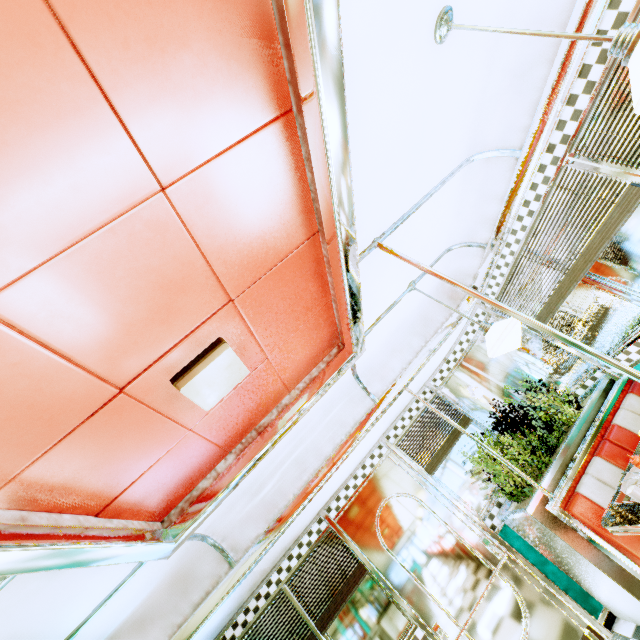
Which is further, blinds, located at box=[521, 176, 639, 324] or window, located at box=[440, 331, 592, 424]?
window, located at box=[440, 331, 592, 424]

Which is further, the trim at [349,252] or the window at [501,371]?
the window at [501,371]

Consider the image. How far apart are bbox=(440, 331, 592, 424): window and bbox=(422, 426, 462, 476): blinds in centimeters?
12cm

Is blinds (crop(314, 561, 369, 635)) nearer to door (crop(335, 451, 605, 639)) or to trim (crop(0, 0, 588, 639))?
door (crop(335, 451, 605, 639))

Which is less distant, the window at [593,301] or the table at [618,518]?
the table at [618,518]

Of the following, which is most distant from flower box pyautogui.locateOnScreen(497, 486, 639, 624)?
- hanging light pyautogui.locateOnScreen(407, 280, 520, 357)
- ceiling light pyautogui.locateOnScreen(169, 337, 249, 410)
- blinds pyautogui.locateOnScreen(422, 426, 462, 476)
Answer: ceiling light pyautogui.locateOnScreen(169, 337, 249, 410)

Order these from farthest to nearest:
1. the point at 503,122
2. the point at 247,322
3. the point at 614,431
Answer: the point at 614,431, the point at 503,122, the point at 247,322

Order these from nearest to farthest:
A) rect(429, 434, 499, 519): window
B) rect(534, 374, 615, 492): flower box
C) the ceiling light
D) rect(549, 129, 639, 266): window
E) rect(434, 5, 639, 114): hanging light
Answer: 1. rect(434, 5, 639, 114): hanging light
2. the ceiling light
3. rect(549, 129, 639, 266): window
4. rect(534, 374, 615, 492): flower box
5. rect(429, 434, 499, 519): window
